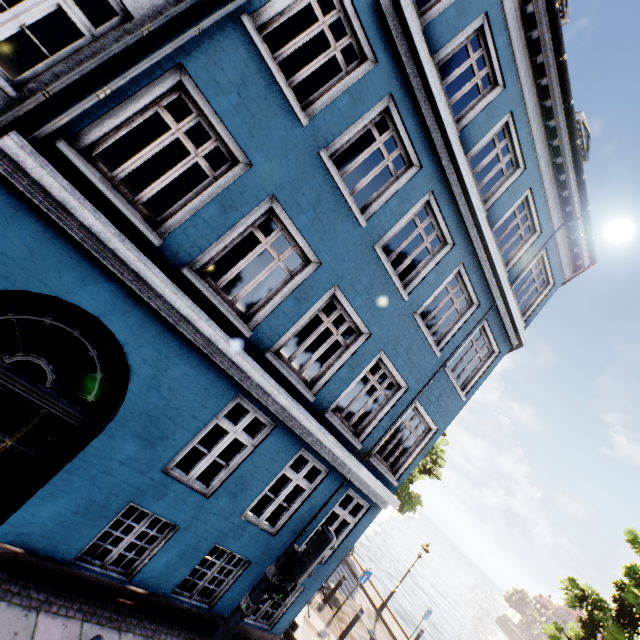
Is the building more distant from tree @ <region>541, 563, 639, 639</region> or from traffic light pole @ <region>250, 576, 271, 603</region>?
tree @ <region>541, 563, 639, 639</region>

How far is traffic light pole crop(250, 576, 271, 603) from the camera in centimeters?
444cm

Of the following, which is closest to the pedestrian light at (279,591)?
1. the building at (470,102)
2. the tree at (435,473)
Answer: the building at (470,102)

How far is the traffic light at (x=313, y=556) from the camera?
4.3 meters

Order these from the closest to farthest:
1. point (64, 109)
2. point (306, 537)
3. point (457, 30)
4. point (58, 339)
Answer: point (64, 109), point (457, 30), point (306, 537), point (58, 339)

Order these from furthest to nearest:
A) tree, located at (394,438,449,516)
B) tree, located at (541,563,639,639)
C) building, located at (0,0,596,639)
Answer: tree, located at (394,438,449,516) < tree, located at (541,563,639,639) < building, located at (0,0,596,639)

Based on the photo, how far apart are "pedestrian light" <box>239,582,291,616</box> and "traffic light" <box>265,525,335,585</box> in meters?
0.1 m

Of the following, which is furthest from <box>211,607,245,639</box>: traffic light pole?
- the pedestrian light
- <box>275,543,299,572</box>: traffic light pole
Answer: <box>275,543,299,572</box>: traffic light pole
